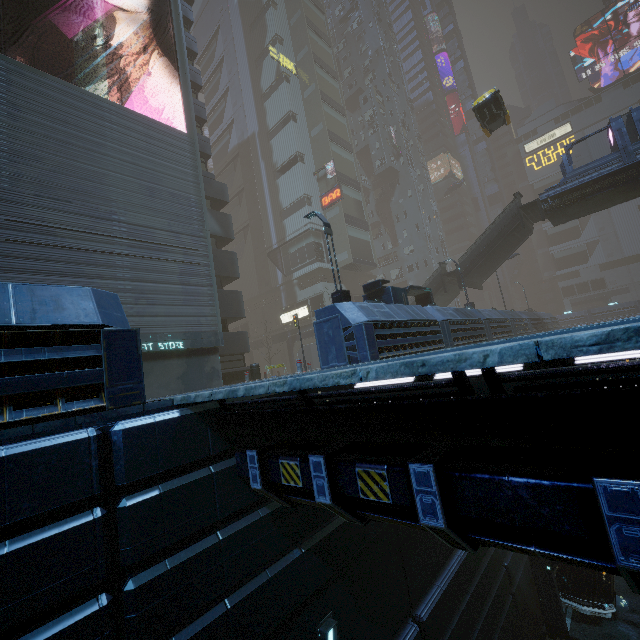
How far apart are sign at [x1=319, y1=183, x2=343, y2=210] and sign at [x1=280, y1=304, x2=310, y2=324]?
12.73m

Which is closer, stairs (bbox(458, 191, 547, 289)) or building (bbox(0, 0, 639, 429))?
building (bbox(0, 0, 639, 429))

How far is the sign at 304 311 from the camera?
39.2 meters

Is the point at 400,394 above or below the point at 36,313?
below

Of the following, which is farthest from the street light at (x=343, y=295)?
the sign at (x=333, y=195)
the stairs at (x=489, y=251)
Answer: the sign at (x=333, y=195)

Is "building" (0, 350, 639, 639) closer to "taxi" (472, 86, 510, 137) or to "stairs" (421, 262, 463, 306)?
"stairs" (421, 262, 463, 306)

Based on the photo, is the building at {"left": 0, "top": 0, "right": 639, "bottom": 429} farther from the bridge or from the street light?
the bridge

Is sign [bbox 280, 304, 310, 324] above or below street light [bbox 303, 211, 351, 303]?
above
